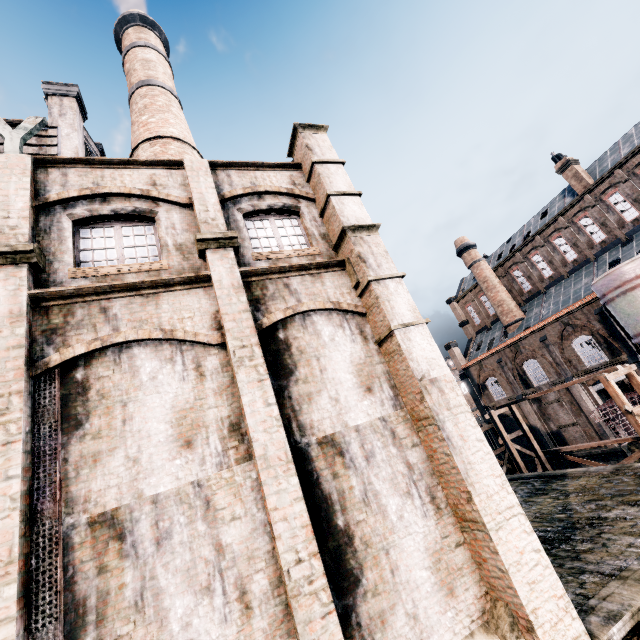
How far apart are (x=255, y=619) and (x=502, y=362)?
39.87m

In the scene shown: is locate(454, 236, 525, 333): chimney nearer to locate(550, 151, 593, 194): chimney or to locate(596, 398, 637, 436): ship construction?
locate(596, 398, 637, 436): ship construction

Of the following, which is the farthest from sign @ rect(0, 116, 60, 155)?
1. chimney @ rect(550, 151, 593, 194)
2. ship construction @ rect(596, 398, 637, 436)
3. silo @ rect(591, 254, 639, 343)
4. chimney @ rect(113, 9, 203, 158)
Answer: chimney @ rect(550, 151, 593, 194)

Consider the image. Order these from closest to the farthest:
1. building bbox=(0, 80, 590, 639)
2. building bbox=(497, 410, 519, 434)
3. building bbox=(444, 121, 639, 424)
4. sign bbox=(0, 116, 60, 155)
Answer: building bbox=(0, 80, 590, 639) → sign bbox=(0, 116, 60, 155) → building bbox=(444, 121, 639, 424) → building bbox=(497, 410, 519, 434)

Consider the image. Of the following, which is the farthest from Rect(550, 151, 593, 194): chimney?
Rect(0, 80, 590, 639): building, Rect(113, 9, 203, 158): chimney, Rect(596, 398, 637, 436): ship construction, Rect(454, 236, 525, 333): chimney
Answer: Rect(113, 9, 203, 158): chimney

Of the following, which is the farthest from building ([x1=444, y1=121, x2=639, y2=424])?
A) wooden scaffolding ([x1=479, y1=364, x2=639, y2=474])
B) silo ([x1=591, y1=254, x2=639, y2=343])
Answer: wooden scaffolding ([x1=479, y1=364, x2=639, y2=474])

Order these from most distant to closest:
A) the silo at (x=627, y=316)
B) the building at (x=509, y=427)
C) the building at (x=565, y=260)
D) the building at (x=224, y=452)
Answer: the building at (x=509, y=427) < the building at (x=565, y=260) < the silo at (x=627, y=316) < the building at (x=224, y=452)

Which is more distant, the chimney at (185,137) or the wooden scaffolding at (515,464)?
the chimney at (185,137)
